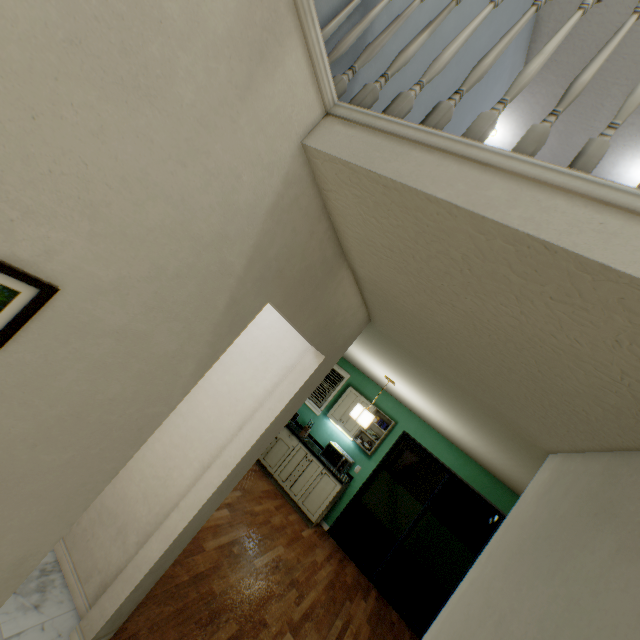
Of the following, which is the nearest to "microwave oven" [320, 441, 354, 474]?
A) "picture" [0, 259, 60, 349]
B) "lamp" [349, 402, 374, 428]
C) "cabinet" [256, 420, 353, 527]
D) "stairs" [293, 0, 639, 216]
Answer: "cabinet" [256, 420, 353, 527]

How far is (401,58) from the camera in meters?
1.0

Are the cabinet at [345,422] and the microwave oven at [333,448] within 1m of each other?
yes

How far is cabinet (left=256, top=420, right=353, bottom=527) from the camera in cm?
517

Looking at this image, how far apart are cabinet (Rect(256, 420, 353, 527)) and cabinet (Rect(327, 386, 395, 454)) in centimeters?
50cm

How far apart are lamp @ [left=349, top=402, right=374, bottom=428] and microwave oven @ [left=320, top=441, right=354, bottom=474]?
1.6m

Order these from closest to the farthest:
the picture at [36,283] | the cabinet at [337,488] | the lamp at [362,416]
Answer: the picture at [36,283], the lamp at [362,416], the cabinet at [337,488]

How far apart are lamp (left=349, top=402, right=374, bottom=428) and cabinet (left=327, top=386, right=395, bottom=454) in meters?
1.6
